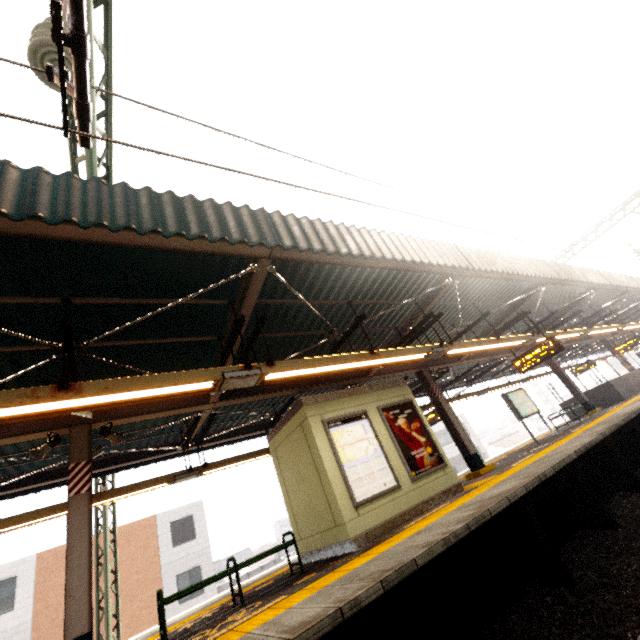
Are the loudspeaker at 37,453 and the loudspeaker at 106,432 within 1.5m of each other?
yes

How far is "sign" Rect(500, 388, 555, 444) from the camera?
12.3m

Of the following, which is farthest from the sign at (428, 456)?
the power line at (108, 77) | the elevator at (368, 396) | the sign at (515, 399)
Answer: the power line at (108, 77)

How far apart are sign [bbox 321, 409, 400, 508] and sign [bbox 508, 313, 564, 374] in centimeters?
640cm

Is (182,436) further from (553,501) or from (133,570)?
(133,570)

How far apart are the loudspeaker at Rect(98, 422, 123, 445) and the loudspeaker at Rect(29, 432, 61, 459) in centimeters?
57cm

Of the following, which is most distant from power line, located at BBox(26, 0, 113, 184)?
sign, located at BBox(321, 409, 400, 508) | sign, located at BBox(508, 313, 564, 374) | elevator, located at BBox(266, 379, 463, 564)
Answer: sign, located at BBox(508, 313, 564, 374)

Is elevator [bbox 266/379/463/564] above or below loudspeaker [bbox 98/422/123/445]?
below
